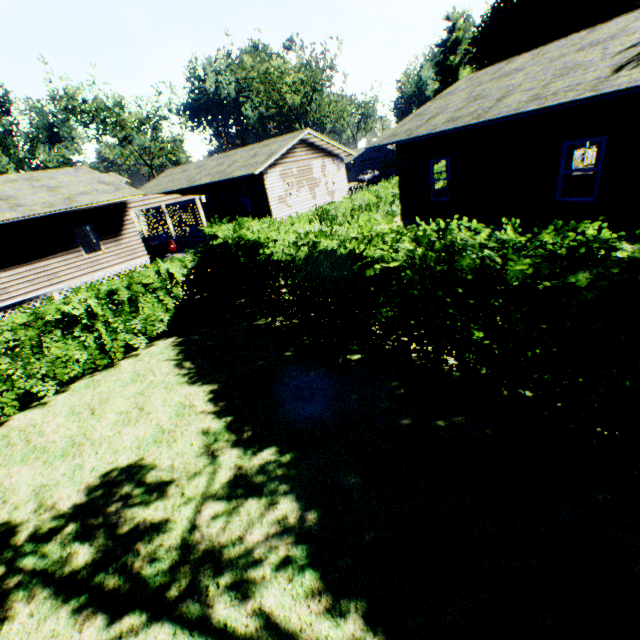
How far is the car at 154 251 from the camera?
19.0 meters

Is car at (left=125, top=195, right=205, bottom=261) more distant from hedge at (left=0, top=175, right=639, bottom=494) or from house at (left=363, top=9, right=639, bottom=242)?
house at (left=363, top=9, right=639, bottom=242)

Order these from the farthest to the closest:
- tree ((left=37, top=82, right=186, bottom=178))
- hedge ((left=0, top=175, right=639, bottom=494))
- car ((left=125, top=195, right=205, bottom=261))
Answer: tree ((left=37, top=82, right=186, bottom=178))
car ((left=125, top=195, right=205, bottom=261))
hedge ((left=0, top=175, right=639, bottom=494))

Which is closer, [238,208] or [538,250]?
[538,250]

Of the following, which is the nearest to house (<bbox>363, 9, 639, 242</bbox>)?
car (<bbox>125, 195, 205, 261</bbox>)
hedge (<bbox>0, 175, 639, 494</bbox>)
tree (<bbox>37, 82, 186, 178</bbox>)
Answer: hedge (<bbox>0, 175, 639, 494</bbox>)

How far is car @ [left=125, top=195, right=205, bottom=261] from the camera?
19.00m

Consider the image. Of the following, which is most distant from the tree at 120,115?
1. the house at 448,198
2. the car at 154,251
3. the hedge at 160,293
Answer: the house at 448,198

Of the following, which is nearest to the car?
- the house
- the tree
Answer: the house
